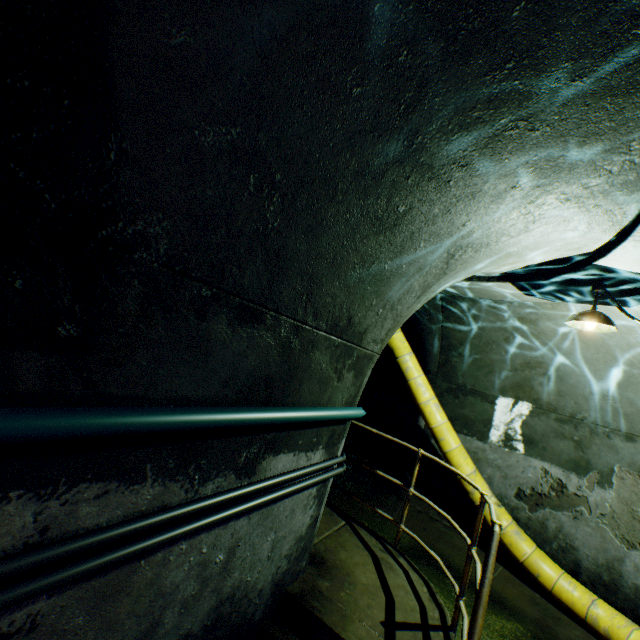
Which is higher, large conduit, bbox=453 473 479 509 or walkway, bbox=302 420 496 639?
large conduit, bbox=453 473 479 509

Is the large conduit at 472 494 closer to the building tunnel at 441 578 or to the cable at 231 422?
the building tunnel at 441 578

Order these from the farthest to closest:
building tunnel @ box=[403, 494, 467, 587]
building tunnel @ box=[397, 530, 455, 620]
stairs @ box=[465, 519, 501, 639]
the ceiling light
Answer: building tunnel @ box=[403, 494, 467, 587] < building tunnel @ box=[397, 530, 455, 620] < the ceiling light < stairs @ box=[465, 519, 501, 639]

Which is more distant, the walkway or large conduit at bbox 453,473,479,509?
large conduit at bbox 453,473,479,509

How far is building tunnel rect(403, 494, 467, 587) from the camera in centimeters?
564cm

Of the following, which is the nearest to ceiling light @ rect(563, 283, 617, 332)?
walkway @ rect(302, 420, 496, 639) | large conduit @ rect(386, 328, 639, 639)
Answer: walkway @ rect(302, 420, 496, 639)

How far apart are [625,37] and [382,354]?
11.7m

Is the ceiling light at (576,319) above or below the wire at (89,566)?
above
